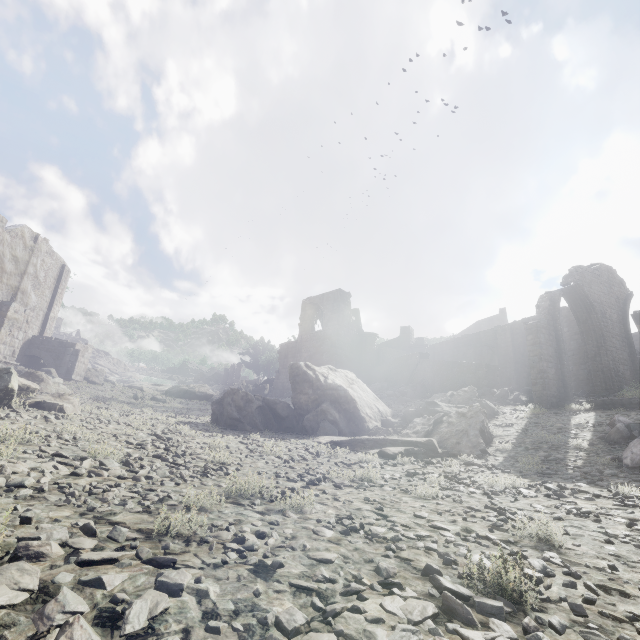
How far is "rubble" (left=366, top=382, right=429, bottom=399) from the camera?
22.3 meters

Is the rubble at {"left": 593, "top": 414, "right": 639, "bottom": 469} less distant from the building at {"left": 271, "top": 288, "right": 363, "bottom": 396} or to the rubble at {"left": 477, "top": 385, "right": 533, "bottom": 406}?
the rubble at {"left": 477, "top": 385, "right": 533, "bottom": 406}

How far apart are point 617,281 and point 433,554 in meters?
23.4 m

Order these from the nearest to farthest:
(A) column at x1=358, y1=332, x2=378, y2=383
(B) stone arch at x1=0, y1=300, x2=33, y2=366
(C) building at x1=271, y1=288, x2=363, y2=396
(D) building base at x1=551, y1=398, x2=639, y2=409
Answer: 1. (D) building base at x1=551, y1=398, x2=639, y2=409
2. (B) stone arch at x1=0, y1=300, x2=33, y2=366
3. (C) building at x1=271, y1=288, x2=363, y2=396
4. (A) column at x1=358, y1=332, x2=378, y2=383

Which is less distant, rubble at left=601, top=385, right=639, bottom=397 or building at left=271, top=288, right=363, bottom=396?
rubble at left=601, top=385, right=639, bottom=397

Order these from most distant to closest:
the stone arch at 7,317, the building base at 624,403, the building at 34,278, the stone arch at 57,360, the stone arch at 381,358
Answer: the stone arch at 381,358 → the stone arch at 57,360 → the building at 34,278 → the stone arch at 7,317 → the building base at 624,403

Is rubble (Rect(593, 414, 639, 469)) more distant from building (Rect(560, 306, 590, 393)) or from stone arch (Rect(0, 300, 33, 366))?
stone arch (Rect(0, 300, 33, 366))

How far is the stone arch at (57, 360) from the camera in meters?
24.7 m
